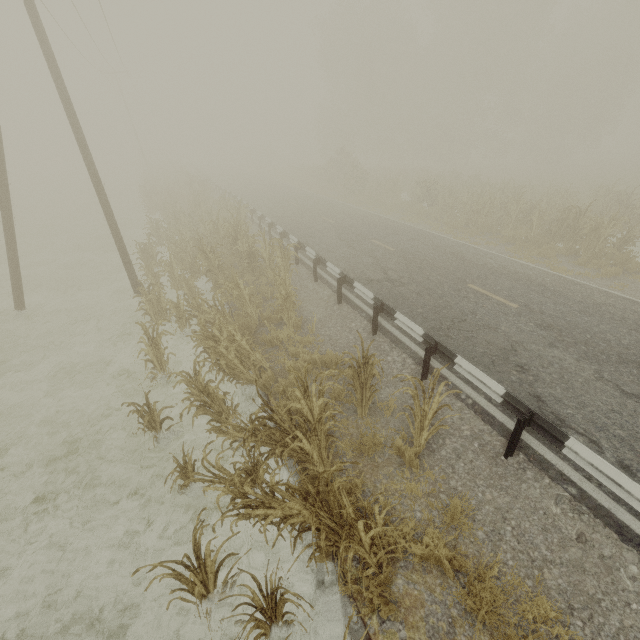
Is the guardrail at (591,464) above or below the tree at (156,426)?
above

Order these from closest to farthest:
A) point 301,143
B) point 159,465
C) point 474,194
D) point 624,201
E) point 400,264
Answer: point 159,465 → point 400,264 → point 624,201 → point 474,194 → point 301,143

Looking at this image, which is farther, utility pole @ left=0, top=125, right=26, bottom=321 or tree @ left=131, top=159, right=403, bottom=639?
utility pole @ left=0, top=125, right=26, bottom=321

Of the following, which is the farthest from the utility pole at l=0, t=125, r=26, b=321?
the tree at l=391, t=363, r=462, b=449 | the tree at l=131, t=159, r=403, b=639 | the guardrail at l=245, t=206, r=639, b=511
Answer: the guardrail at l=245, t=206, r=639, b=511

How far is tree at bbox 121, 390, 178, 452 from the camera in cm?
574

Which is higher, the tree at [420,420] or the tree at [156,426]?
the tree at [420,420]

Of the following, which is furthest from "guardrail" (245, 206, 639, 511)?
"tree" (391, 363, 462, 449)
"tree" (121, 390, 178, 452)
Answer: "tree" (121, 390, 178, 452)

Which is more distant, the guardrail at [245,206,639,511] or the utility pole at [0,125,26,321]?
the utility pole at [0,125,26,321]
